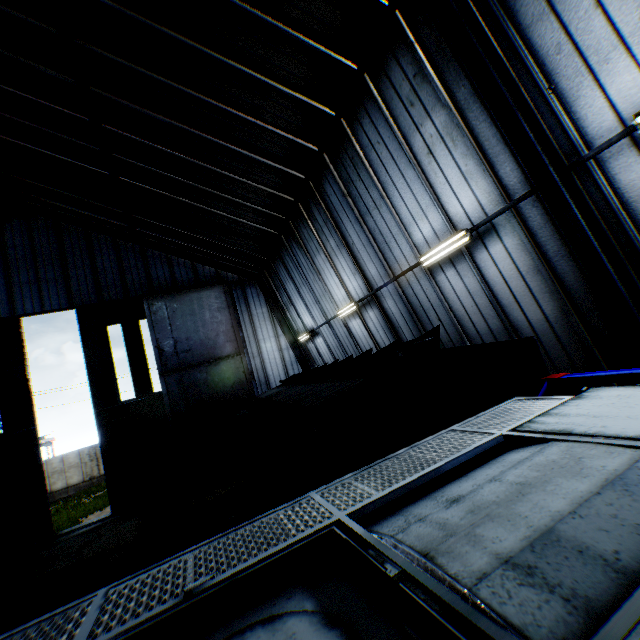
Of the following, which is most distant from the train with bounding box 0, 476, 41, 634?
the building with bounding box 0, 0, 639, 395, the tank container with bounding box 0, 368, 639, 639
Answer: the tank container with bounding box 0, 368, 639, 639

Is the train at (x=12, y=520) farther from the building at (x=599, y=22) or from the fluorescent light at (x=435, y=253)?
the fluorescent light at (x=435, y=253)

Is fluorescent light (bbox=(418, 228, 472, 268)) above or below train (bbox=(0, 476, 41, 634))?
above

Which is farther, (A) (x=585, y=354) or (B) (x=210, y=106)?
(B) (x=210, y=106)

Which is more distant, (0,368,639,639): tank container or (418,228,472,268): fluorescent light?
(418,228,472,268): fluorescent light

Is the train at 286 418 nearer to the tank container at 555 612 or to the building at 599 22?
the tank container at 555 612

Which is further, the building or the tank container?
the building

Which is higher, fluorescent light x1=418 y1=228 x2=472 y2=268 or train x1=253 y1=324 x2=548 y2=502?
fluorescent light x1=418 y1=228 x2=472 y2=268
